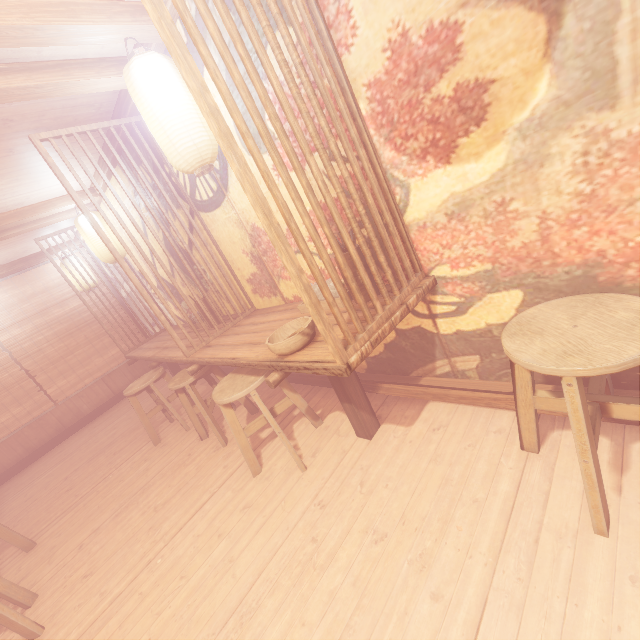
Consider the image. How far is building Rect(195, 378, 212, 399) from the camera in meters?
8.0

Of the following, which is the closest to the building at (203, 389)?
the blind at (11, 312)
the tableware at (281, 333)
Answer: the blind at (11, 312)

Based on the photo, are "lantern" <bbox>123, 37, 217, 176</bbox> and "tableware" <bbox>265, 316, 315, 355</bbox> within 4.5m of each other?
yes

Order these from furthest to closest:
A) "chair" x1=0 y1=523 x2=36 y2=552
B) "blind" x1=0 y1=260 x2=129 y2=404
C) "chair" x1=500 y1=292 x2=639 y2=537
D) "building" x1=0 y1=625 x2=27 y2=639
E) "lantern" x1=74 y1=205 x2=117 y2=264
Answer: "blind" x1=0 y1=260 x2=129 y2=404, "lantern" x1=74 y1=205 x2=117 y2=264, "chair" x1=0 y1=523 x2=36 y2=552, "building" x1=0 y1=625 x2=27 y2=639, "chair" x1=500 y1=292 x2=639 y2=537

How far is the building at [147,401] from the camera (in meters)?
9.17

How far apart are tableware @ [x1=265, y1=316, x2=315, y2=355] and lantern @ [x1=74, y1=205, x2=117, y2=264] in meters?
5.8

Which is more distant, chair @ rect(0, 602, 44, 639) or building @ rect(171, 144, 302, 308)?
building @ rect(171, 144, 302, 308)

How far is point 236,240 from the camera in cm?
513
